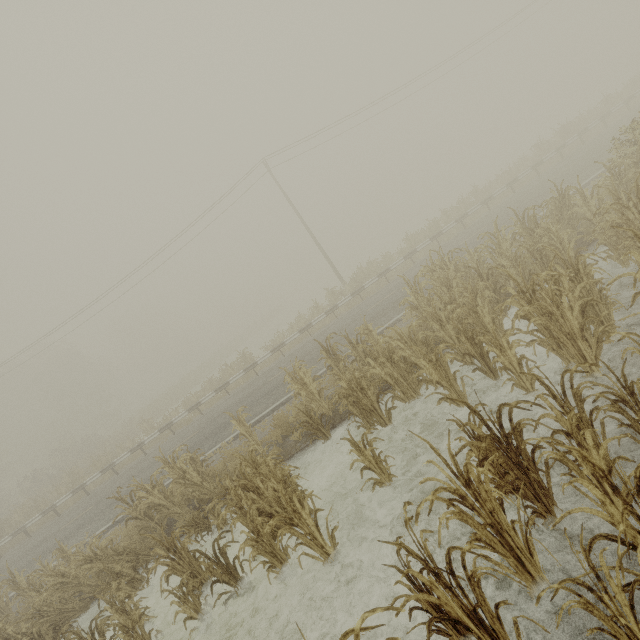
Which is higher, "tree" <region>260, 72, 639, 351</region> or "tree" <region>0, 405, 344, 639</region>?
"tree" <region>260, 72, 639, 351</region>

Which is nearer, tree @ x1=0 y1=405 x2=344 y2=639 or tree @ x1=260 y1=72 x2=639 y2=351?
tree @ x1=0 y1=405 x2=344 y2=639

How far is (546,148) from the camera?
23.2 meters

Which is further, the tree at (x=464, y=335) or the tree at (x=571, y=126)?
the tree at (x=571, y=126)

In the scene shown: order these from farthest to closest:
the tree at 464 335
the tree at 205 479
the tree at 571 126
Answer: the tree at 571 126
the tree at 205 479
the tree at 464 335

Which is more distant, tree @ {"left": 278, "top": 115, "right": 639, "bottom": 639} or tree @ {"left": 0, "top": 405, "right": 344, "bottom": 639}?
tree @ {"left": 0, "top": 405, "right": 344, "bottom": 639}

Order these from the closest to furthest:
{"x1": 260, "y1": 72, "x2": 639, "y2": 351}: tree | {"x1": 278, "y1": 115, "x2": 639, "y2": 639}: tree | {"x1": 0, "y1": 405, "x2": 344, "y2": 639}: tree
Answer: {"x1": 278, "y1": 115, "x2": 639, "y2": 639}: tree
{"x1": 0, "y1": 405, "x2": 344, "y2": 639}: tree
{"x1": 260, "y1": 72, "x2": 639, "y2": 351}: tree
